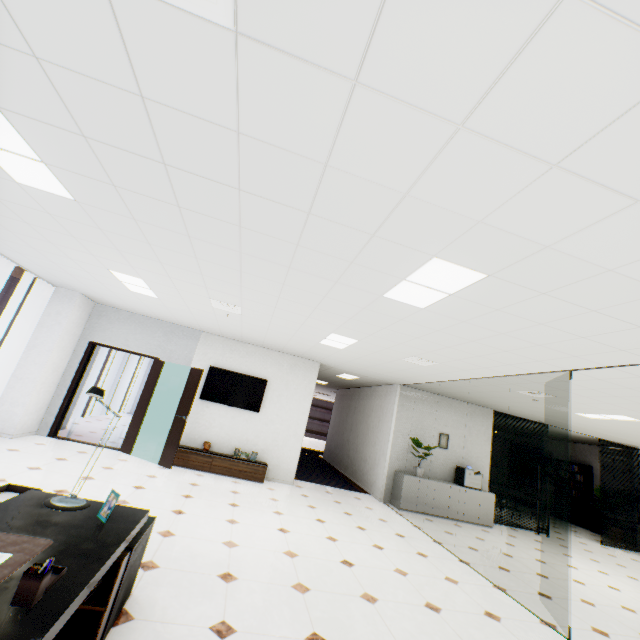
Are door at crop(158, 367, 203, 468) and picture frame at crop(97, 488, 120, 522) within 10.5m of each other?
yes

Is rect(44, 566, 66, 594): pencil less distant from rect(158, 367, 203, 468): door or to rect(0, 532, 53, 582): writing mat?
rect(0, 532, 53, 582): writing mat

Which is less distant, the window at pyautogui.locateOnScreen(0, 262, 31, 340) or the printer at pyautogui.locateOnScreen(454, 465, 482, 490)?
the window at pyautogui.locateOnScreen(0, 262, 31, 340)

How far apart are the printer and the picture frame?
8.5 meters

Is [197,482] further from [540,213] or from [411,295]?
[540,213]

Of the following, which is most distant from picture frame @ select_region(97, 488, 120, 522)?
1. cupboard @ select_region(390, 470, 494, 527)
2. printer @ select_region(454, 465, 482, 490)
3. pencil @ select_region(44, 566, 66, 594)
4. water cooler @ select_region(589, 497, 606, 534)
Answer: water cooler @ select_region(589, 497, 606, 534)

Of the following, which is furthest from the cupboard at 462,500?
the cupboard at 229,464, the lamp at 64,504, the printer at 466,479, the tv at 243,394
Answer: the lamp at 64,504

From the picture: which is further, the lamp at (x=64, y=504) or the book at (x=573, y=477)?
the book at (x=573, y=477)
